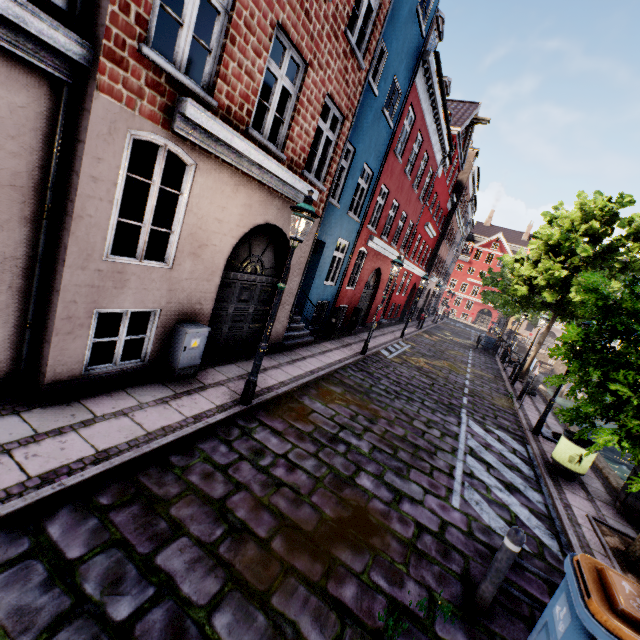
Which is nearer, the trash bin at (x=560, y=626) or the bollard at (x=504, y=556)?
the trash bin at (x=560, y=626)

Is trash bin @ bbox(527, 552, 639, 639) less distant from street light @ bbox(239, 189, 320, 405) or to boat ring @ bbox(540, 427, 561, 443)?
street light @ bbox(239, 189, 320, 405)

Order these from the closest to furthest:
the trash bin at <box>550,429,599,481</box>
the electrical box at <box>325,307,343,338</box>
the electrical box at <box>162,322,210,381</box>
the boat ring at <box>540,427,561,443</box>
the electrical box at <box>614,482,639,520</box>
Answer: the electrical box at <box>162,322,210,381</box> < the electrical box at <box>614,482,639,520</box> < the trash bin at <box>550,429,599,481</box> < the boat ring at <box>540,427,561,443</box> < the electrical box at <box>325,307,343,338</box>

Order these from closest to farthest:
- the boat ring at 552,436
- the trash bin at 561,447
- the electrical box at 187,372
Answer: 1. the electrical box at 187,372
2. the trash bin at 561,447
3. the boat ring at 552,436

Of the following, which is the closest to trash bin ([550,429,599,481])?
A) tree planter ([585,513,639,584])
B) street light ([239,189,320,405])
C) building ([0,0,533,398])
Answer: tree planter ([585,513,639,584])

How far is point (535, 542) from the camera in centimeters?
514cm

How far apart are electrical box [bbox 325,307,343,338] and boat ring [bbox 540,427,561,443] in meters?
7.7

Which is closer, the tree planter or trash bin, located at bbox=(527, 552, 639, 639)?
trash bin, located at bbox=(527, 552, 639, 639)
